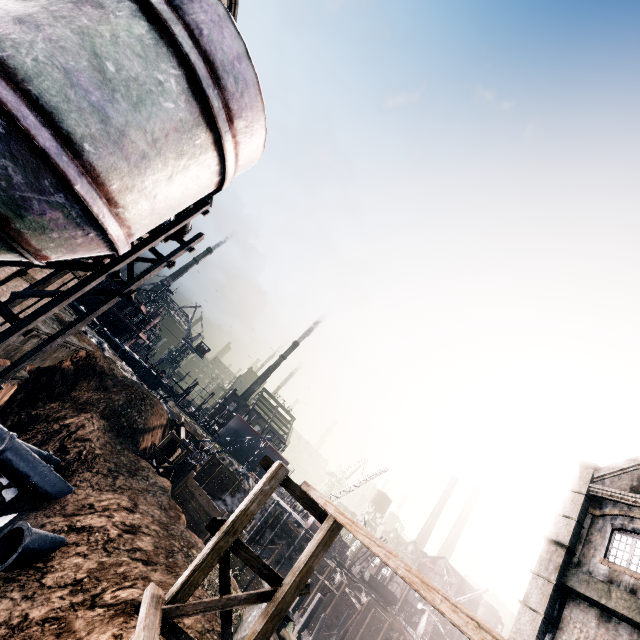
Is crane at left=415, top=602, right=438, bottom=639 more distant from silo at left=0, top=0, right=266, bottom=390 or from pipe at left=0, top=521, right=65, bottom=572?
silo at left=0, top=0, right=266, bottom=390

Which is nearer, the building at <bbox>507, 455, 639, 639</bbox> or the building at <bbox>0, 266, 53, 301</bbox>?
the building at <bbox>0, 266, 53, 301</bbox>

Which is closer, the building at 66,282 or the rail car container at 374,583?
the building at 66,282

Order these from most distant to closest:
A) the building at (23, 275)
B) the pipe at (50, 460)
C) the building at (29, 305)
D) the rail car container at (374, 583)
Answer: the rail car container at (374, 583) < the pipe at (50, 460) < the building at (29, 305) < the building at (23, 275)

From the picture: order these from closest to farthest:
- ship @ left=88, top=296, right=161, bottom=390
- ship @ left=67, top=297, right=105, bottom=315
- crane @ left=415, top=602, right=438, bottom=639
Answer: crane @ left=415, top=602, right=438, bottom=639 < ship @ left=67, top=297, right=105, bottom=315 < ship @ left=88, top=296, right=161, bottom=390

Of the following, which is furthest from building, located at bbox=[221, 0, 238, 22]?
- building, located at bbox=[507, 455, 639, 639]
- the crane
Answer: the crane

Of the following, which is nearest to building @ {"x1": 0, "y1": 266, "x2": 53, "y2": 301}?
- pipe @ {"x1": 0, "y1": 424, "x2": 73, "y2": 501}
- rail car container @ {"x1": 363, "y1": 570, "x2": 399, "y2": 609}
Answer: pipe @ {"x1": 0, "y1": 424, "x2": 73, "y2": 501}

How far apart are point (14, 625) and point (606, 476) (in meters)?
27.71
